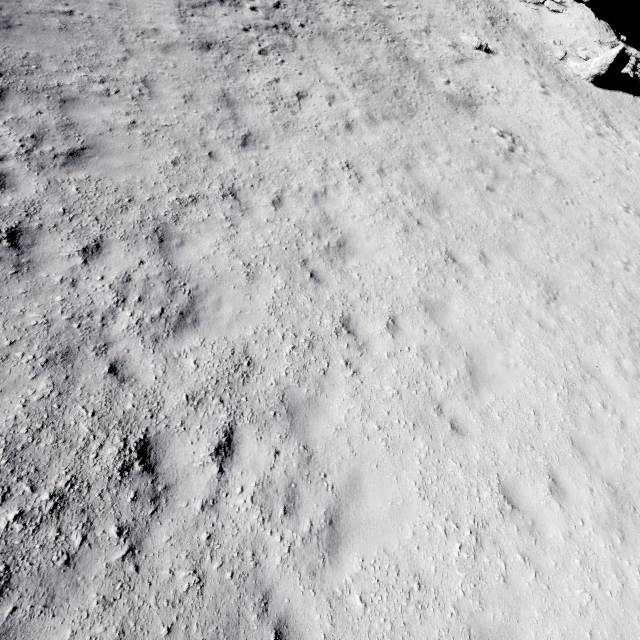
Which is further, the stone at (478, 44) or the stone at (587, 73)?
the stone at (587, 73)

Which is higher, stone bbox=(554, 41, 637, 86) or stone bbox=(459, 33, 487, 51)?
stone bbox=(554, 41, 637, 86)

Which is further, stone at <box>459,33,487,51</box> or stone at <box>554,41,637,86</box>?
stone at <box>554,41,637,86</box>

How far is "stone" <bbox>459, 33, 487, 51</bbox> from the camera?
21.0m

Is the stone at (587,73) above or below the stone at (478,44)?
above

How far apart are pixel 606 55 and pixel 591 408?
29.7m
